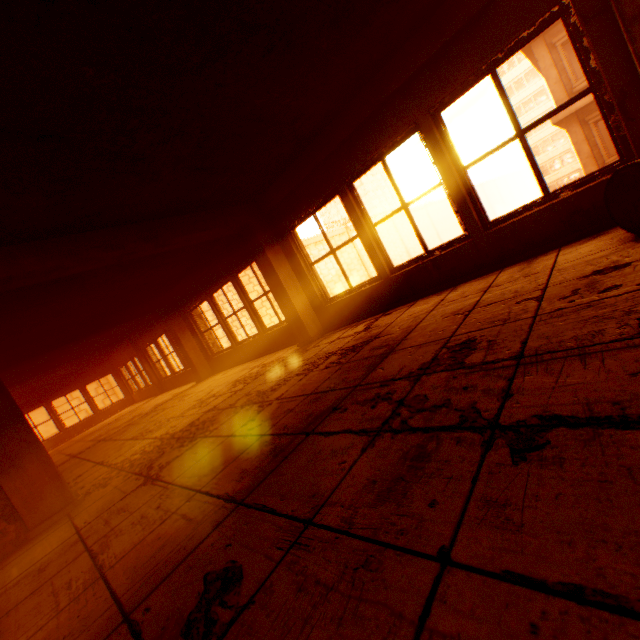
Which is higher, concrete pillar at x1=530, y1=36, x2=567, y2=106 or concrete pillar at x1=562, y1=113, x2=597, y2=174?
concrete pillar at x1=530, y1=36, x2=567, y2=106

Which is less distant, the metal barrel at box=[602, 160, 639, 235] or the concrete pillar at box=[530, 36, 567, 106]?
the metal barrel at box=[602, 160, 639, 235]

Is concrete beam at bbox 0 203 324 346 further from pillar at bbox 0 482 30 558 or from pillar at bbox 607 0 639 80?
pillar at bbox 607 0 639 80

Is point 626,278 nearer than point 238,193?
Yes

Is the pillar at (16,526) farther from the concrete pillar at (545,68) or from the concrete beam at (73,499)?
the concrete pillar at (545,68)

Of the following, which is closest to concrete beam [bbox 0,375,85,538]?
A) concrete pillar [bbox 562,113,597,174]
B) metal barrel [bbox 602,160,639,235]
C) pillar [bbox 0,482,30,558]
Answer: pillar [bbox 0,482,30,558]

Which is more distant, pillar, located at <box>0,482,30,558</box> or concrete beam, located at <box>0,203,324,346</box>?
concrete beam, located at <box>0,203,324,346</box>

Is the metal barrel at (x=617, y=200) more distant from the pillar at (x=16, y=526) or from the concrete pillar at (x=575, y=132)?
the concrete pillar at (x=575, y=132)
